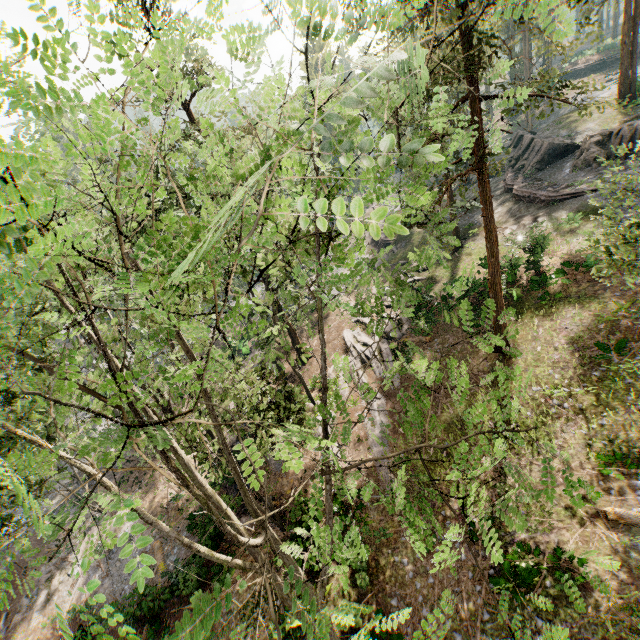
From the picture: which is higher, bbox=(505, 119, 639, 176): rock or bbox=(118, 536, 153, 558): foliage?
bbox=(118, 536, 153, 558): foliage

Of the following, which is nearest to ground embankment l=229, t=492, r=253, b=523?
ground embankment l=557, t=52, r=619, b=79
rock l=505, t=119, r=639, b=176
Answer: rock l=505, t=119, r=639, b=176

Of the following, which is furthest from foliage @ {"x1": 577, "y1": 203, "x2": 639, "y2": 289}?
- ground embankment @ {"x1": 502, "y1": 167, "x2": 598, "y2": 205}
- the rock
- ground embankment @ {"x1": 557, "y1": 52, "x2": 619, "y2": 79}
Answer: ground embankment @ {"x1": 557, "y1": 52, "x2": 619, "y2": 79}

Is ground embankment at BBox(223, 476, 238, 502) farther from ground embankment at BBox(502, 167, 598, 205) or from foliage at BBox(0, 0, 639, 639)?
ground embankment at BBox(502, 167, 598, 205)

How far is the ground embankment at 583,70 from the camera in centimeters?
5249cm

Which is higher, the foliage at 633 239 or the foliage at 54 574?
the foliage at 633 239

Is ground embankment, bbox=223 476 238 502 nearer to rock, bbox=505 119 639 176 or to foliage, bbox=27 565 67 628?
foliage, bbox=27 565 67 628

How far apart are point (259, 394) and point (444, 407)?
10.25m
